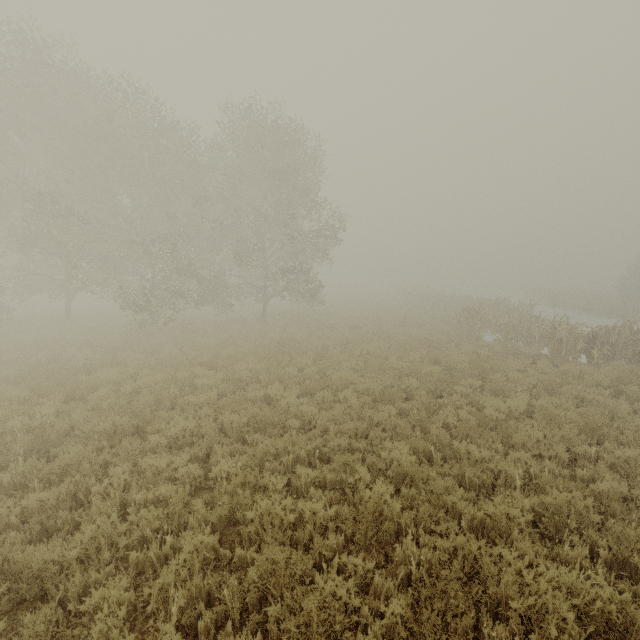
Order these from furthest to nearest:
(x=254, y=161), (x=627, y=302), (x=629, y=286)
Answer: (x=629, y=286)
(x=627, y=302)
(x=254, y=161)
